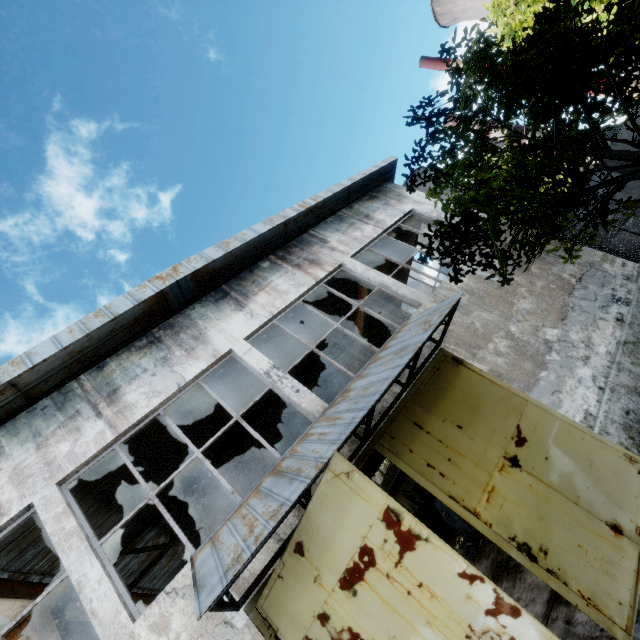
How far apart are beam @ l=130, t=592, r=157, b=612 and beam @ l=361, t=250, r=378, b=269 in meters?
11.9

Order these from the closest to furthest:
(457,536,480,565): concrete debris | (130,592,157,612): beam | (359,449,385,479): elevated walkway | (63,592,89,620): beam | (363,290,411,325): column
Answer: (359,449,385,479): elevated walkway < (63,592,89,620): beam < (130,592,157,612): beam < (457,536,480,565): concrete debris < (363,290,411,325): column

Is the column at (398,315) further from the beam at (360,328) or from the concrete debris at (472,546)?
the concrete debris at (472,546)

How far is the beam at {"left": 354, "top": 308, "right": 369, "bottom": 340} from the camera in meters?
13.7

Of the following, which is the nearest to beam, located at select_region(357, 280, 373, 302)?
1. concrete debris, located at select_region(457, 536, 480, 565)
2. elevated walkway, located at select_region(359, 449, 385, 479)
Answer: elevated walkway, located at select_region(359, 449, 385, 479)

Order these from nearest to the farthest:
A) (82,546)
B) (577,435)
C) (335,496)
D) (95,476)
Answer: (335,496), (82,546), (577,435), (95,476)

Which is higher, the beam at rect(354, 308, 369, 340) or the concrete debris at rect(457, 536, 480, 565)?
the beam at rect(354, 308, 369, 340)

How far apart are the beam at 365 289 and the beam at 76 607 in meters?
11.9
